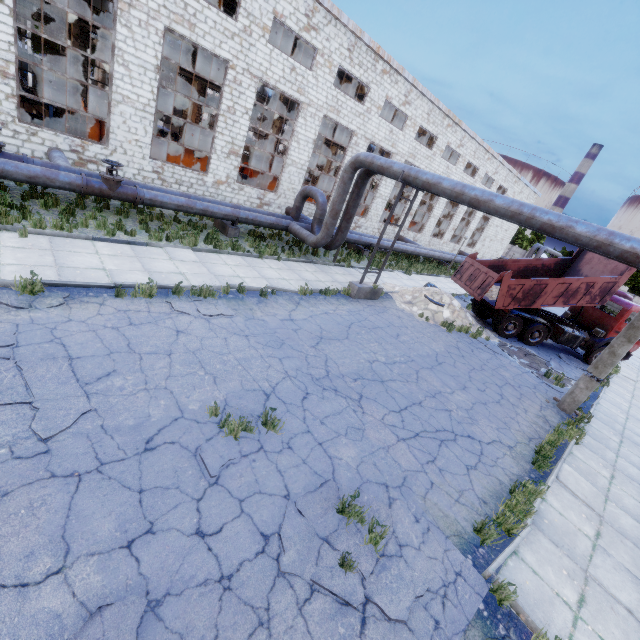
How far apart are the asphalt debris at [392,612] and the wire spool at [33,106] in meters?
21.5

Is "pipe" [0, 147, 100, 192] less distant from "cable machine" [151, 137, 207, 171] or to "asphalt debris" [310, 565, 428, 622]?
"cable machine" [151, 137, 207, 171]

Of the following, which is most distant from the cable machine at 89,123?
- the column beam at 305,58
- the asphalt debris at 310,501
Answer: the asphalt debris at 310,501

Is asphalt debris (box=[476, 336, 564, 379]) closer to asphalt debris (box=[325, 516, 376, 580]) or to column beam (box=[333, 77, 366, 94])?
asphalt debris (box=[325, 516, 376, 580])

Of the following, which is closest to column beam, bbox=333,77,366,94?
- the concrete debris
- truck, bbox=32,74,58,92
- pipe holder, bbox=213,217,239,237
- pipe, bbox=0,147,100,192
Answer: pipe, bbox=0,147,100,192

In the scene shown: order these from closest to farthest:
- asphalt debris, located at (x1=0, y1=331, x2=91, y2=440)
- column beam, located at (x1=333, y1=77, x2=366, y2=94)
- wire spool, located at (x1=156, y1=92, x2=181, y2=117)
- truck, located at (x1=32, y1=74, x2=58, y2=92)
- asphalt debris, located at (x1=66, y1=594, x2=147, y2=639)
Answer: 1. asphalt debris, located at (x1=66, y1=594, x2=147, y2=639)
2. asphalt debris, located at (x1=0, y1=331, x2=91, y2=440)
3. wire spool, located at (x1=156, y1=92, x2=181, y2=117)
4. column beam, located at (x1=333, y1=77, x2=366, y2=94)
5. truck, located at (x1=32, y1=74, x2=58, y2=92)

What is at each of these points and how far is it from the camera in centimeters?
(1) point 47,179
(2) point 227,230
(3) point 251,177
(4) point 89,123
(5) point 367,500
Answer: (1) pipe, 998cm
(2) pipe holder, 1464cm
(3) cable machine, 2214cm
(4) cable machine, 1527cm
(5) asphalt debris, 506cm

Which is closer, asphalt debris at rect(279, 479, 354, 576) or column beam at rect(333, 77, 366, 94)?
asphalt debris at rect(279, 479, 354, 576)
